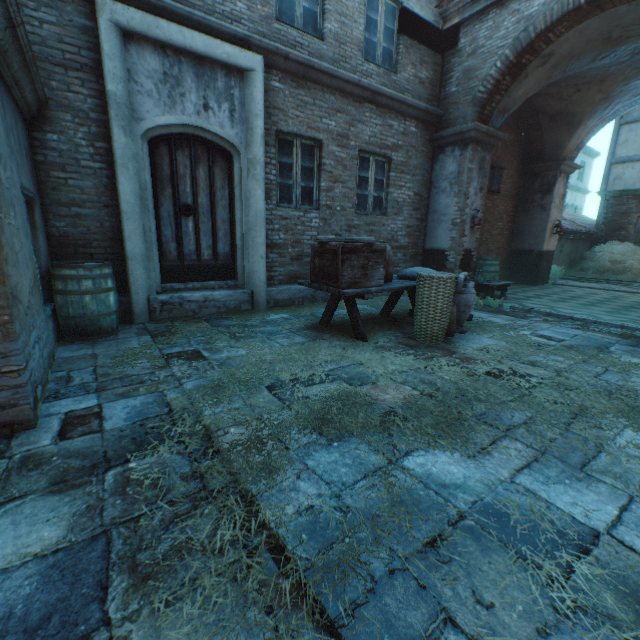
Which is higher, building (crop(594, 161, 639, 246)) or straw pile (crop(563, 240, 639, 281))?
building (crop(594, 161, 639, 246))

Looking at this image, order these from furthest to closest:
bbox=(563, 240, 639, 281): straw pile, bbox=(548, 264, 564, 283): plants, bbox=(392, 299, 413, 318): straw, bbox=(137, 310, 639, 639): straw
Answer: bbox=(563, 240, 639, 281): straw pile, bbox=(548, 264, 564, 283): plants, bbox=(392, 299, 413, 318): straw, bbox=(137, 310, 639, 639): straw

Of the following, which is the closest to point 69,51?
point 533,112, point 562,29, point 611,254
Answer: point 562,29

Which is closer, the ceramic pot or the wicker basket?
the wicker basket

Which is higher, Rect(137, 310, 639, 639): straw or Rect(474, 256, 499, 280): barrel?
Rect(474, 256, 499, 280): barrel

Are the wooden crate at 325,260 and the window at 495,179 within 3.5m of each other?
no

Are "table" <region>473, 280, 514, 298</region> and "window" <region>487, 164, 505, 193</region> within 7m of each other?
yes

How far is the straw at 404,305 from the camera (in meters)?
6.20
